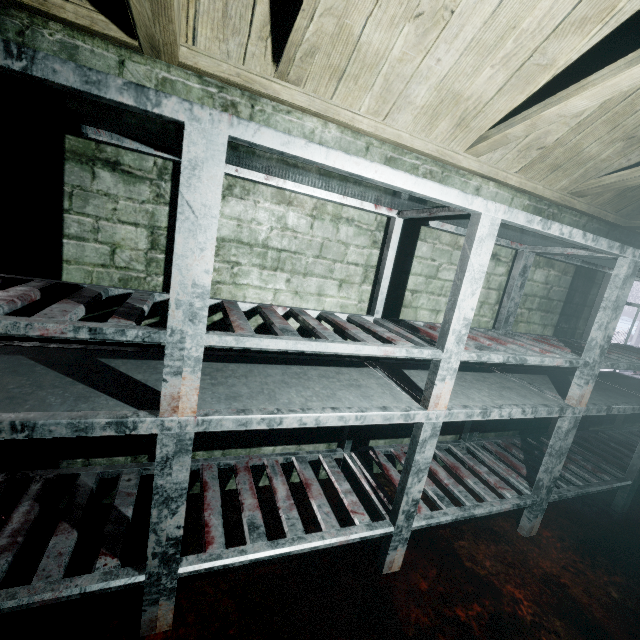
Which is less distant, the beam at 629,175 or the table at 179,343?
the table at 179,343

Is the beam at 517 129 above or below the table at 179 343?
above

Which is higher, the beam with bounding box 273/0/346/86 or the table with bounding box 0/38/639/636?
the beam with bounding box 273/0/346/86

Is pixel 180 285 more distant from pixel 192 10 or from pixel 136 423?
pixel 192 10

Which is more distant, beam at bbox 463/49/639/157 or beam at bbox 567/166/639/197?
beam at bbox 567/166/639/197
